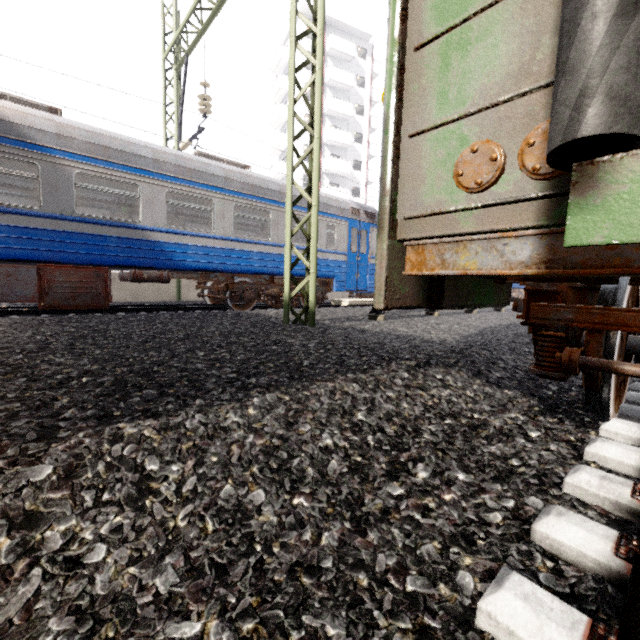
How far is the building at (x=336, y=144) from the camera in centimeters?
3381cm

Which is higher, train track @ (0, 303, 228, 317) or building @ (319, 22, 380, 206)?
building @ (319, 22, 380, 206)

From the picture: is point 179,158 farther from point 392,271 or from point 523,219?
point 523,219

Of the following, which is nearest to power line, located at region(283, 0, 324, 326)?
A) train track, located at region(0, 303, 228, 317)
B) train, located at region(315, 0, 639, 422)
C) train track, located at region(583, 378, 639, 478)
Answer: train, located at region(315, 0, 639, 422)

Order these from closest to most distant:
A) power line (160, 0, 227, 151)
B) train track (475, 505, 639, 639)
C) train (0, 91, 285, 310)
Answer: train track (475, 505, 639, 639) → train (0, 91, 285, 310) → power line (160, 0, 227, 151)

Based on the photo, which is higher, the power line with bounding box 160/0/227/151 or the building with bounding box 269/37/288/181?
the building with bounding box 269/37/288/181

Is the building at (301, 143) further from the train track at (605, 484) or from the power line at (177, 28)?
the train track at (605, 484)

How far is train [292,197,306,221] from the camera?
10.1 meters
